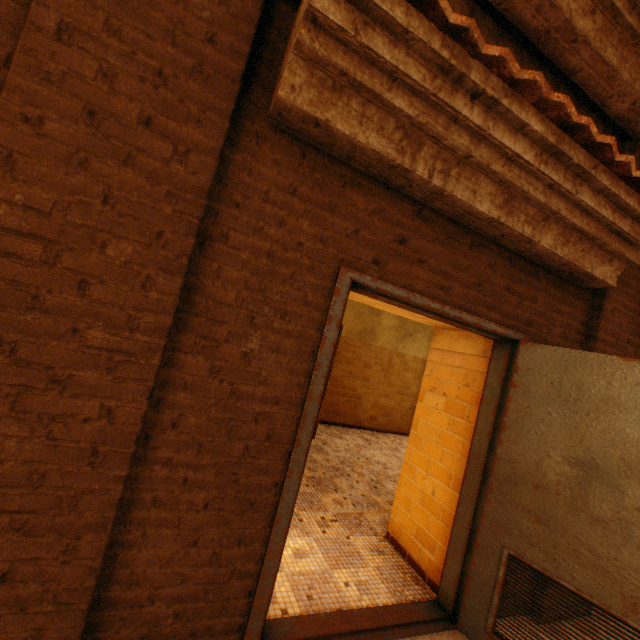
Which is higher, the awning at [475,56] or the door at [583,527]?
the awning at [475,56]

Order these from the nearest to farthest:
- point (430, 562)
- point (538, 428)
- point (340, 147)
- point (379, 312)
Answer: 1. point (340, 147)
2. point (538, 428)
3. point (430, 562)
4. point (379, 312)

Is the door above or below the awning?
below
